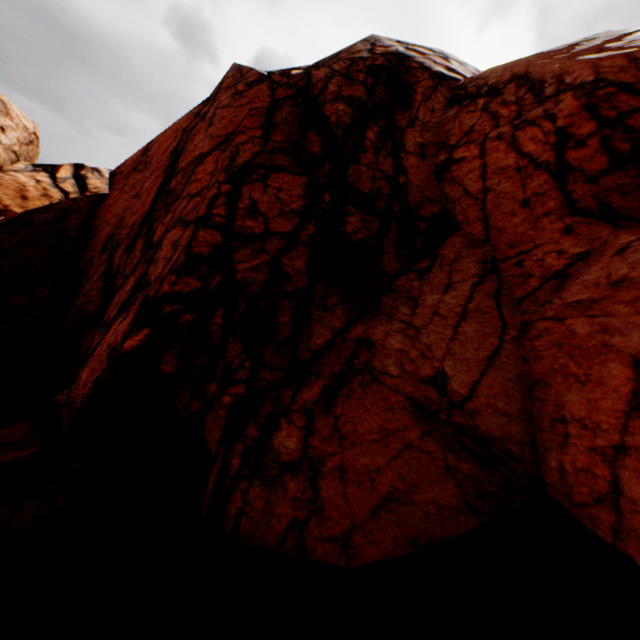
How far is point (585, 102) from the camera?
5.2 meters
